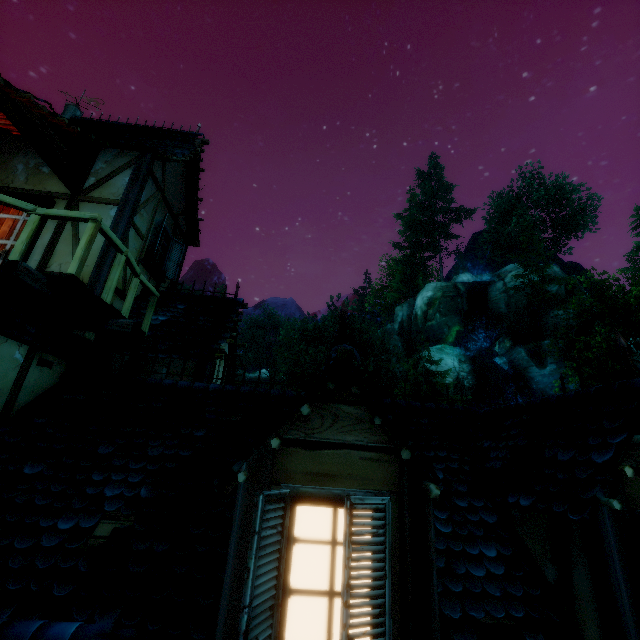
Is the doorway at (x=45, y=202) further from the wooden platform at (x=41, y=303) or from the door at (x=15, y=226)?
the wooden platform at (x=41, y=303)

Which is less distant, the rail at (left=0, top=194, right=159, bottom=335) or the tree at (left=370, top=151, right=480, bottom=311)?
the rail at (left=0, top=194, right=159, bottom=335)

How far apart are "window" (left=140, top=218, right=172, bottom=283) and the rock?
35.20m

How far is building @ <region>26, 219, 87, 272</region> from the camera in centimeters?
595cm

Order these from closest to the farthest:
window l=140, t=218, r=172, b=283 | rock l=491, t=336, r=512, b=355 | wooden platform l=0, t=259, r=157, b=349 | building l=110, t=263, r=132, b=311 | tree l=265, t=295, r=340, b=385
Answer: wooden platform l=0, t=259, r=157, b=349
building l=110, t=263, r=132, b=311
window l=140, t=218, r=172, b=283
tree l=265, t=295, r=340, b=385
rock l=491, t=336, r=512, b=355

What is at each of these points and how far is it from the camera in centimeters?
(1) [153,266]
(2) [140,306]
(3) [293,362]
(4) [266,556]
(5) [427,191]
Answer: (1) window, 746cm
(2) building, 695cm
(3) tree, 3234cm
(4) window shutters, 201cm
(5) tree, 4856cm

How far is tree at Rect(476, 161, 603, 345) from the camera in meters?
34.5 m

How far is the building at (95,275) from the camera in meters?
5.8
